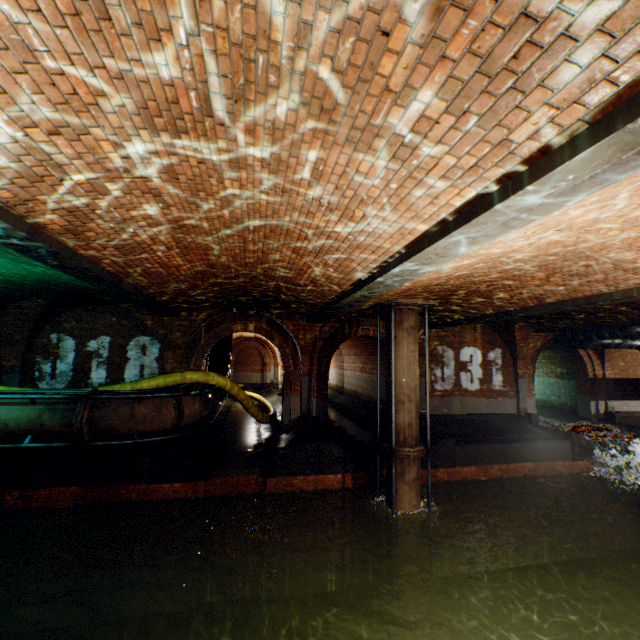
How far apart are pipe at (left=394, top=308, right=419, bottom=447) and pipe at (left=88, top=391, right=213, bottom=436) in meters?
5.3 m

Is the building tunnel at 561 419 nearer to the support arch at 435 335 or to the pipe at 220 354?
the support arch at 435 335

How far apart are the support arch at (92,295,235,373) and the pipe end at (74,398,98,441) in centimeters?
297cm

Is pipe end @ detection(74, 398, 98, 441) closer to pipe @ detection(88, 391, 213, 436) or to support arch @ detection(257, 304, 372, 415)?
pipe @ detection(88, 391, 213, 436)

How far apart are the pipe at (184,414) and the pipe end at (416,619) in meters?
7.2 m

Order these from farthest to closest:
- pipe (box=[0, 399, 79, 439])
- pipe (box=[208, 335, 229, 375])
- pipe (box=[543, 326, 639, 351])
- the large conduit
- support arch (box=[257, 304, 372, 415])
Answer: pipe (box=[208, 335, 229, 375]), pipe (box=[543, 326, 639, 351]), support arch (box=[257, 304, 372, 415]), the large conduit, pipe (box=[0, 399, 79, 439])

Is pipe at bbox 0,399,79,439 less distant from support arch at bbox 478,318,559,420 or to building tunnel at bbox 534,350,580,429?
building tunnel at bbox 534,350,580,429

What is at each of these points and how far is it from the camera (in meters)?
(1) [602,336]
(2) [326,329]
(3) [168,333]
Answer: (1) pipe, 13.05
(2) support arch, 12.40
(3) support arch, 11.45
